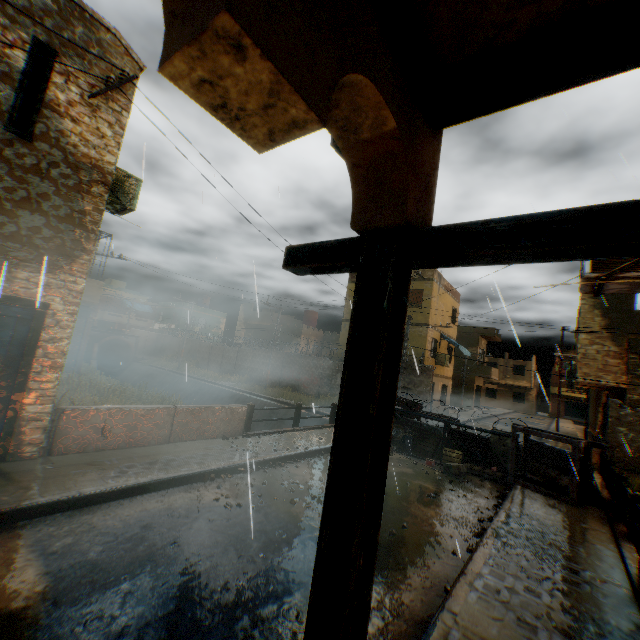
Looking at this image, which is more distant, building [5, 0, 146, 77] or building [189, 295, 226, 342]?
building [189, 295, 226, 342]

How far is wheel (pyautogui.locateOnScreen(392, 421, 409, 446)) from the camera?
12.4m

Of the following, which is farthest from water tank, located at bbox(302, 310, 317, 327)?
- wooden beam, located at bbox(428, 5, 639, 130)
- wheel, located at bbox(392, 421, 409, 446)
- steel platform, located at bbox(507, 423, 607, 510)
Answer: wooden beam, located at bbox(428, 5, 639, 130)

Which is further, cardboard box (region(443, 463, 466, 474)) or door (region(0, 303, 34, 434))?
cardboard box (region(443, 463, 466, 474))

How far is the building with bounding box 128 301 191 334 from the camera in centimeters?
4284cm

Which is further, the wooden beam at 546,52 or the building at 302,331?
the building at 302,331

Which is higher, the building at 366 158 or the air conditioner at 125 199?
the air conditioner at 125 199

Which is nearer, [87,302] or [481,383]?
[87,302]
